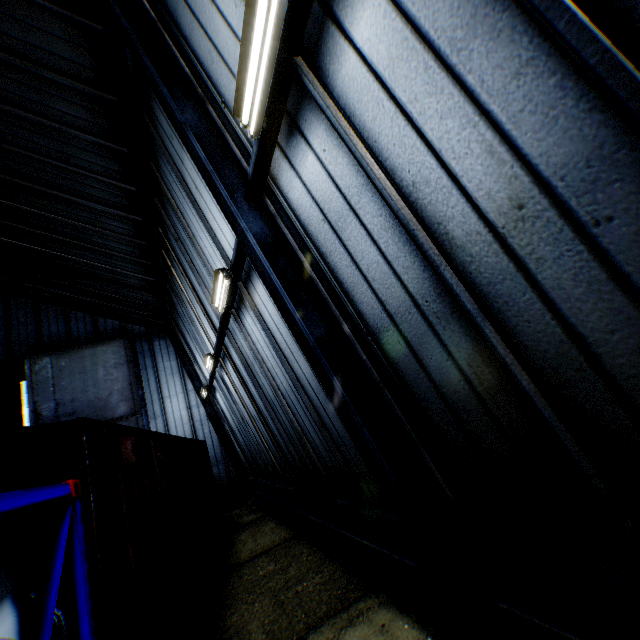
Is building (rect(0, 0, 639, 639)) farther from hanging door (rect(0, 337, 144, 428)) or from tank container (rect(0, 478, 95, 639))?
tank container (rect(0, 478, 95, 639))

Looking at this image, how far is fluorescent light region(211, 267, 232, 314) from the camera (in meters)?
6.14

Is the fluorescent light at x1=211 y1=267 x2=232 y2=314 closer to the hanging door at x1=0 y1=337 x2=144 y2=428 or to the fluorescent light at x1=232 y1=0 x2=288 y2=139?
the fluorescent light at x1=232 y1=0 x2=288 y2=139

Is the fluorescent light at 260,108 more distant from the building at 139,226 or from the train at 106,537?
the train at 106,537

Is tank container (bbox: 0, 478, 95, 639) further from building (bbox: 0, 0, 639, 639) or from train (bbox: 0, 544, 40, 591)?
building (bbox: 0, 0, 639, 639)

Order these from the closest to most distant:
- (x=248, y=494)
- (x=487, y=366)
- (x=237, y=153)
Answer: (x=487, y=366) < (x=237, y=153) < (x=248, y=494)

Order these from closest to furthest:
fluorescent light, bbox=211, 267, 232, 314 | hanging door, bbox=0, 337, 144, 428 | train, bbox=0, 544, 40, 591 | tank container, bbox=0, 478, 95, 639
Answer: tank container, bbox=0, 478, 95, 639, train, bbox=0, 544, 40, 591, fluorescent light, bbox=211, 267, 232, 314, hanging door, bbox=0, 337, 144, 428

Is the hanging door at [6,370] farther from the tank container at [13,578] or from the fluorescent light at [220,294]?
the tank container at [13,578]
